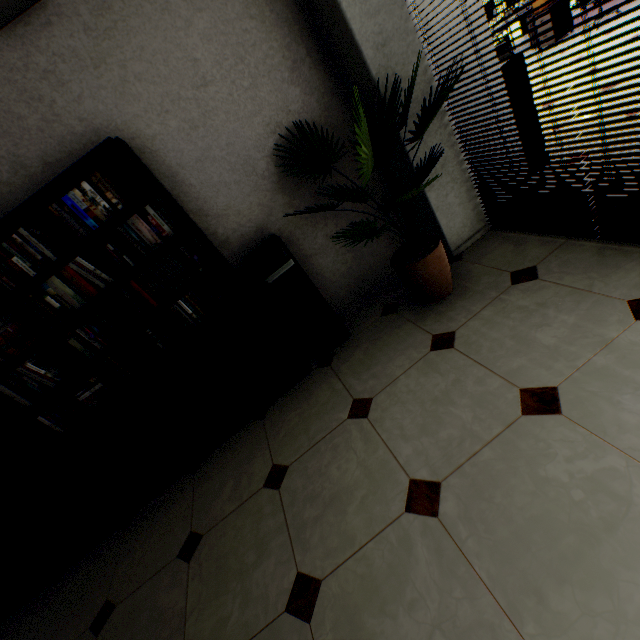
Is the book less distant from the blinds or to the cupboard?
the cupboard

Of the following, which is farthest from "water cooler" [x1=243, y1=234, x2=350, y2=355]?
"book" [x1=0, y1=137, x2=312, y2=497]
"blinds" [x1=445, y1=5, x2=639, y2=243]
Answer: "blinds" [x1=445, y1=5, x2=639, y2=243]

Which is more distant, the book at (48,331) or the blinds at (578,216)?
the book at (48,331)

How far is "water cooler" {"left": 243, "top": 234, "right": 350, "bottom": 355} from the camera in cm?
251

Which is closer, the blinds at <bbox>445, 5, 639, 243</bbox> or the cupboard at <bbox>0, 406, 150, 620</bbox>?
the blinds at <bbox>445, 5, 639, 243</bbox>

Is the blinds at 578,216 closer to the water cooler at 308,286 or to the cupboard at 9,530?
the water cooler at 308,286

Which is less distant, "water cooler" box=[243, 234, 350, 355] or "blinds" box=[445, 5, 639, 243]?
"blinds" box=[445, 5, 639, 243]

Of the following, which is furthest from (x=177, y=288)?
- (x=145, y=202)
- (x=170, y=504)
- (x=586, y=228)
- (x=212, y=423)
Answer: (x=586, y=228)
